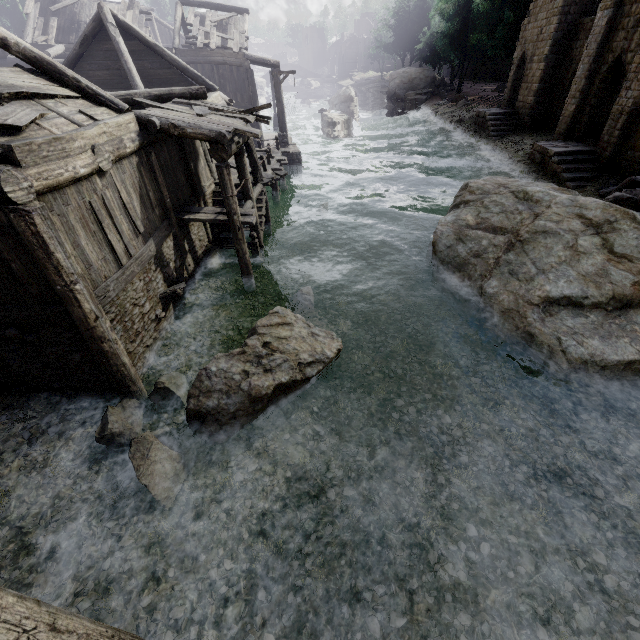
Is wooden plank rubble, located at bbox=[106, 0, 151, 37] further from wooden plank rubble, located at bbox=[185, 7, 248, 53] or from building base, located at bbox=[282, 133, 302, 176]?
building base, located at bbox=[282, 133, 302, 176]

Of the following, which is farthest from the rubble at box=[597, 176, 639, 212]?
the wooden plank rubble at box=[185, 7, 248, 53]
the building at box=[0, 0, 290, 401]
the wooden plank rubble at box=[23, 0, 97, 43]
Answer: the wooden plank rubble at box=[23, 0, 97, 43]

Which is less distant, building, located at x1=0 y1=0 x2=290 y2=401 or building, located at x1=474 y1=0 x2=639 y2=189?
building, located at x1=0 y1=0 x2=290 y2=401

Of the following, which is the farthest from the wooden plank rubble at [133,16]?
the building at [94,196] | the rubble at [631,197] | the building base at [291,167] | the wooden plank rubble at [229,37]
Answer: the rubble at [631,197]

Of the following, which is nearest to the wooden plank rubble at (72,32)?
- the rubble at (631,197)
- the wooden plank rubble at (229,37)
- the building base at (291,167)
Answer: the wooden plank rubble at (229,37)

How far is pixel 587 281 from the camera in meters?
8.4

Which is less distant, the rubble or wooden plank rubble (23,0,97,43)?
the rubble

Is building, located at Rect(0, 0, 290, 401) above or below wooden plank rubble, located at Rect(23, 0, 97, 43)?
below
